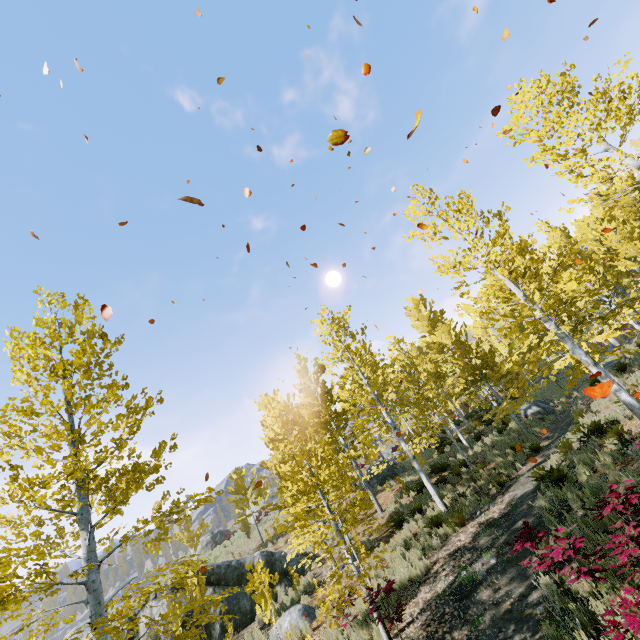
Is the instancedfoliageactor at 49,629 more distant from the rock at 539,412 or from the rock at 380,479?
the rock at 380,479

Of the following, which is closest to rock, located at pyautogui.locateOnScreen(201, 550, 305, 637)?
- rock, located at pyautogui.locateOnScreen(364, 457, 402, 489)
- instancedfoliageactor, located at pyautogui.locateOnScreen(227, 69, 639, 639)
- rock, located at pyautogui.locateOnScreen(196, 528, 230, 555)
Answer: instancedfoliageactor, located at pyautogui.locateOnScreen(227, 69, 639, 639)

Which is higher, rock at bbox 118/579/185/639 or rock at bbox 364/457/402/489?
rock at bbox 118/579/185/639

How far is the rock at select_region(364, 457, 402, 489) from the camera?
22.2 meters

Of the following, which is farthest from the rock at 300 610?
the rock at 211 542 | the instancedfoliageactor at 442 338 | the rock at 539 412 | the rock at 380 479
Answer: the rock at 539 412

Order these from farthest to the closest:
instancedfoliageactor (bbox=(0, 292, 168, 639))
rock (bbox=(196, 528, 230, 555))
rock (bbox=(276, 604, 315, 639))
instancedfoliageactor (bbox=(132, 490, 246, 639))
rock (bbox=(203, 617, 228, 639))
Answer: rock (bbox=(196, 528, 230, 555)) → rock (bbox=(203, 617, 228, 639)) → rock (bbox=(276, 604, 315, 639)) → instancedfoliageactor (bbox=(132, 490, 246, 639)) → instancedfoliageactor (bbox=(0, 292, 168, 639))

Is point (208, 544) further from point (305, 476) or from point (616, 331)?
point (616, 331)

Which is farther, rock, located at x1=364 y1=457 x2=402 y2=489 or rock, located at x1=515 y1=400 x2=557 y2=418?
rock, located at x1=364 y1=457 x2=402 y2=489
